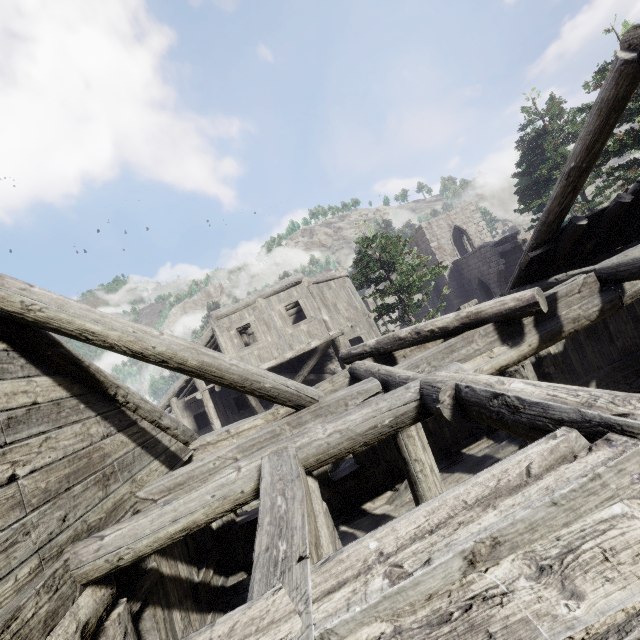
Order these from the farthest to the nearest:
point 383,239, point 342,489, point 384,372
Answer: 1. point 383,239
2. point 342,489
3. point 384,372
